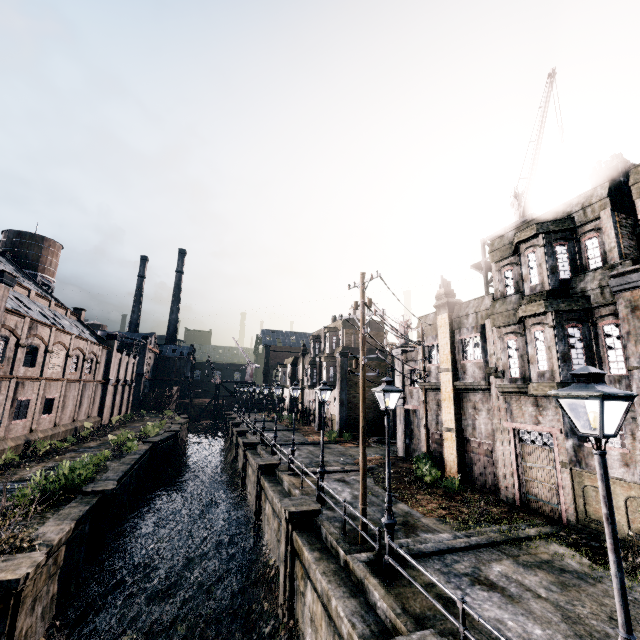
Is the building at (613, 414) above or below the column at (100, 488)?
above

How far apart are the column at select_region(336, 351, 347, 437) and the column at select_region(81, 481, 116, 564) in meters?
22.1

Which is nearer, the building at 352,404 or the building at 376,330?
the building at 352,404

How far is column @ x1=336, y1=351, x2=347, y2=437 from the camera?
35.78m

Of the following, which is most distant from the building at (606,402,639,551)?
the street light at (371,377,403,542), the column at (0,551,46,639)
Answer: the column at (0,551,46,639)

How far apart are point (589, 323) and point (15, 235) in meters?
65.0

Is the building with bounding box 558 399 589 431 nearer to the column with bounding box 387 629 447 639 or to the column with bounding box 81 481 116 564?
the column with bounding box 387 629 447 639

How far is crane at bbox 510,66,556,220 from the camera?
16.5m
